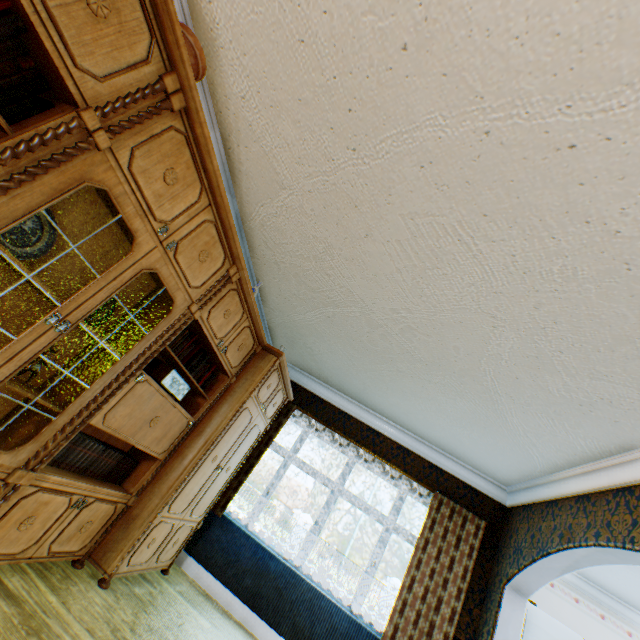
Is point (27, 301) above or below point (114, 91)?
below

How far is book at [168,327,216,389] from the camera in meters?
2.8 m

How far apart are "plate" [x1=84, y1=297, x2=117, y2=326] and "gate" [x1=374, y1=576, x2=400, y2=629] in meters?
20.5 m

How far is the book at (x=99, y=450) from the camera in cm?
231

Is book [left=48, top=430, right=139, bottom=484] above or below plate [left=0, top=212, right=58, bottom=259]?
below

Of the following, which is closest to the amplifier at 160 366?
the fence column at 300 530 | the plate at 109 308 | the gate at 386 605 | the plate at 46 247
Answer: the plate at 109 308

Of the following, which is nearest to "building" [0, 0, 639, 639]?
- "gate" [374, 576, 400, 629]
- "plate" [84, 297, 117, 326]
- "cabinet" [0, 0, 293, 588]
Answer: "cabinet" [0, 0, 293, 588]

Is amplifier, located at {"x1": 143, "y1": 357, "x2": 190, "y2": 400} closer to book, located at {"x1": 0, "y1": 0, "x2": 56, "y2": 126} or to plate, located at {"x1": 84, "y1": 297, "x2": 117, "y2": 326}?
plate, located at {"x1": 84, "y1": 297, "x2": 117, "y2": 326}
